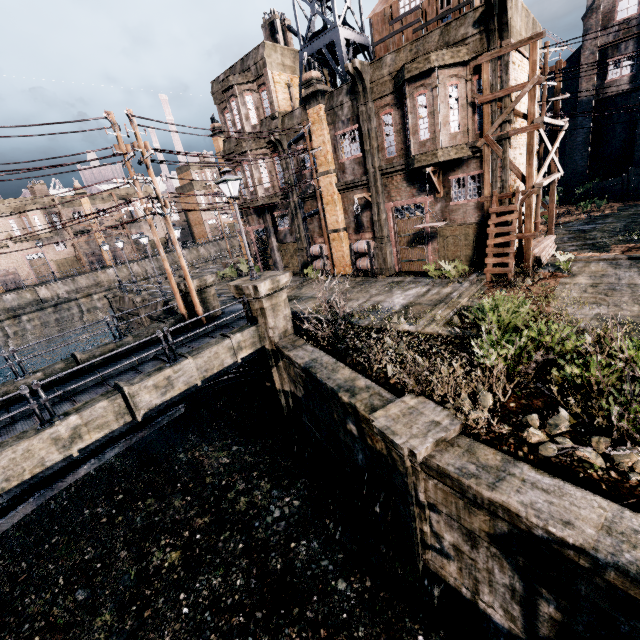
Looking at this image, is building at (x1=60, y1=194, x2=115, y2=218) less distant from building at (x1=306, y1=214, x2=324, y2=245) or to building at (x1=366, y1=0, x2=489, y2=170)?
building at (x1=306, y1=214, x2=324, y2=245)

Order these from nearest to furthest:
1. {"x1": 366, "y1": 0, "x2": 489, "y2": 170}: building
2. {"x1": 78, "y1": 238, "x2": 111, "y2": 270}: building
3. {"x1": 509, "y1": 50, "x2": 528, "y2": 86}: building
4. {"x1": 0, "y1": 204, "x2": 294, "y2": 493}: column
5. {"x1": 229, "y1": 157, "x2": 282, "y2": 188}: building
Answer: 1. {"x1": 0, "y1": 204, "x2": 294, "y2": 493}: column
2. {"x1": 509, "y1": 50, "x2": 528, "y2": 86}: building
3. {"x1": 366, "y1": 0, "x2": 489, "y2": 170}: building
4. {"x1": 229, "y1": 157, "x2": 282, "y2": 188}: building
5. {"x1": 78, "y1": 238, "x2": 111, "y2": 270}: building

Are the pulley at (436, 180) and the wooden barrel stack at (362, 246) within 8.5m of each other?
yes

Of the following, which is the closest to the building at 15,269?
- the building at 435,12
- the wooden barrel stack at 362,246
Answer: the wooden barrel stack at 362,246

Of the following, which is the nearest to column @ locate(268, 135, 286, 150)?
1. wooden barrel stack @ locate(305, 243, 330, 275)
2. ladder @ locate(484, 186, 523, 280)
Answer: wooden barrel stack @ locate(305, 243, 330, 275)

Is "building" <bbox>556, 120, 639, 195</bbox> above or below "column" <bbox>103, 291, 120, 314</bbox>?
above

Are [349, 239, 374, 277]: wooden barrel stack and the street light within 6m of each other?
no

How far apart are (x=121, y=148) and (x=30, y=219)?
49.7 meters
